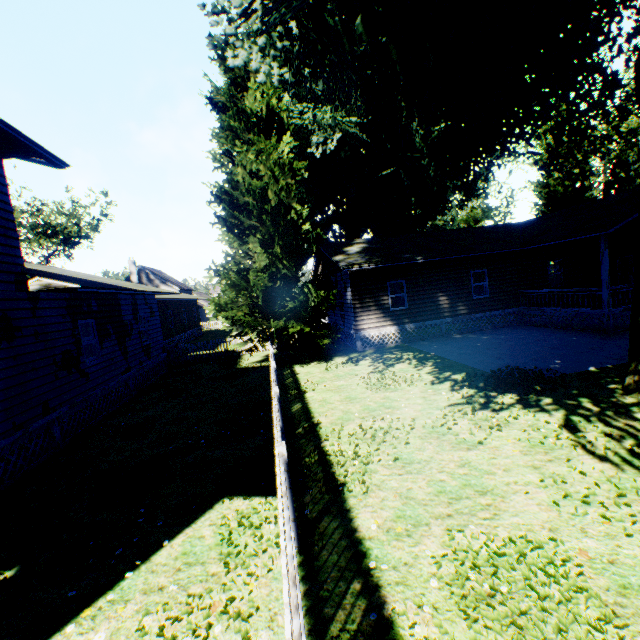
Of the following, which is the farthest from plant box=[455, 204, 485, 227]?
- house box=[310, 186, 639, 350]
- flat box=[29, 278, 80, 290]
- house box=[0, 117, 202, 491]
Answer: flat box=[29, 278, 80, 290]

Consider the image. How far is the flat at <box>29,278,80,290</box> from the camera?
20.2m

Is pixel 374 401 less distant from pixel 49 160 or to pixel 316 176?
pixel 49 160

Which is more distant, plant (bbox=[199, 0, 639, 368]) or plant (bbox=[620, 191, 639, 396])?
plant (bbox=[199, 0, 639, 368])

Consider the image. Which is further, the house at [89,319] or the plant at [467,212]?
the plant at [467,212]

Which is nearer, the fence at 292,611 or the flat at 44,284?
the fence at 292,611

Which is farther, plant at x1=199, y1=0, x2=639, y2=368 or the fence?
plant at x1=199, y1=0, x2=639, y2=368

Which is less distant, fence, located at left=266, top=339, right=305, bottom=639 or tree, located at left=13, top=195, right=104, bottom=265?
fence, located at left=266, top=339, right=305, bottom=639
